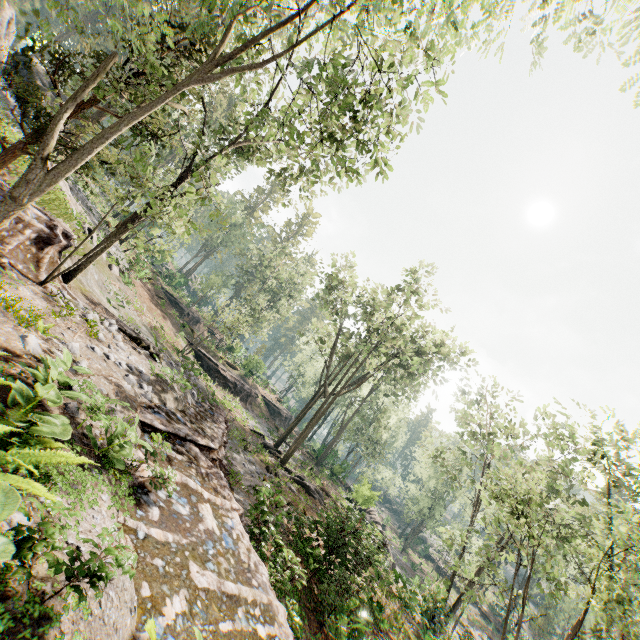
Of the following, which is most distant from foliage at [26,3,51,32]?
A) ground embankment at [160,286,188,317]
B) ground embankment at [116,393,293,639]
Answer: ground embankment at [160,286,188,317]

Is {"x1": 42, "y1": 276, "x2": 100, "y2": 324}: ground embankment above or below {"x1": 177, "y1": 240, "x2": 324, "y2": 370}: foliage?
below

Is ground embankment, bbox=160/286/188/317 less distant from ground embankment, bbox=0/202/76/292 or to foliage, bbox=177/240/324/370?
foliage, bbox=177/240/324/370

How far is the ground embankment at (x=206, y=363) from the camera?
32.3m

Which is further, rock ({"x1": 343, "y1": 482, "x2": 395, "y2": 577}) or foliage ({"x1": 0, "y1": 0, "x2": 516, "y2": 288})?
rock ({"x1": 343, "y1": 482, "x2": 395, "y2": 577})

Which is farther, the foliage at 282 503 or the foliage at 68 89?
the foliage at 282 503

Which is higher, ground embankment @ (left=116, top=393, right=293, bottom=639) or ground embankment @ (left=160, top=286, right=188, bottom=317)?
ground embankment @ (left=160, top=286, right=188, bottom=317)

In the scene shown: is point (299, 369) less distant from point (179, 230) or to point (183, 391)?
point (183, 391)
